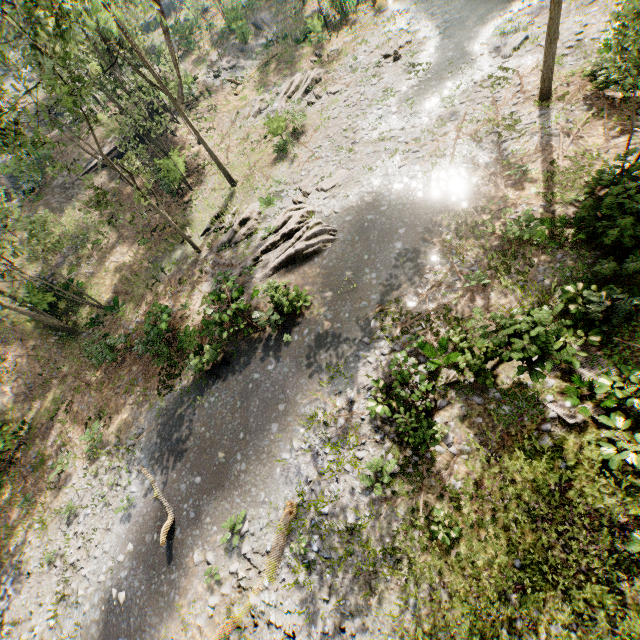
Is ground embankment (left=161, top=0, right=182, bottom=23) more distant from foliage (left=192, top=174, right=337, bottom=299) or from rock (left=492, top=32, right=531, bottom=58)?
rock (left=492, top=32, right=531, bottom=58)

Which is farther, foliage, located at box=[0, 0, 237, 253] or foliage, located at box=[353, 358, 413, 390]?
foliage, located at box=[0, 0, 237, 253]

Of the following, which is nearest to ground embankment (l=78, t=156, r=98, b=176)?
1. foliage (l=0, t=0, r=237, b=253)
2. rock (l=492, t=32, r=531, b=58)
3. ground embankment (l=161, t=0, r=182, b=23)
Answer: foliage (l=0, t=0, r=237, b=253)

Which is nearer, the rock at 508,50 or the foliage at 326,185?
the rock at 508,50

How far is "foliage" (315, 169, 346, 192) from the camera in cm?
1883

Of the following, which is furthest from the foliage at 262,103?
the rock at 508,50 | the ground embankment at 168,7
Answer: the rock at 508,50

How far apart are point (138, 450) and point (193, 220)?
16.0m

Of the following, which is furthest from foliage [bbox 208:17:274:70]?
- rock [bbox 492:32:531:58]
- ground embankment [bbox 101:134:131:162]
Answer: rock [bbox 492:32:531:58]
